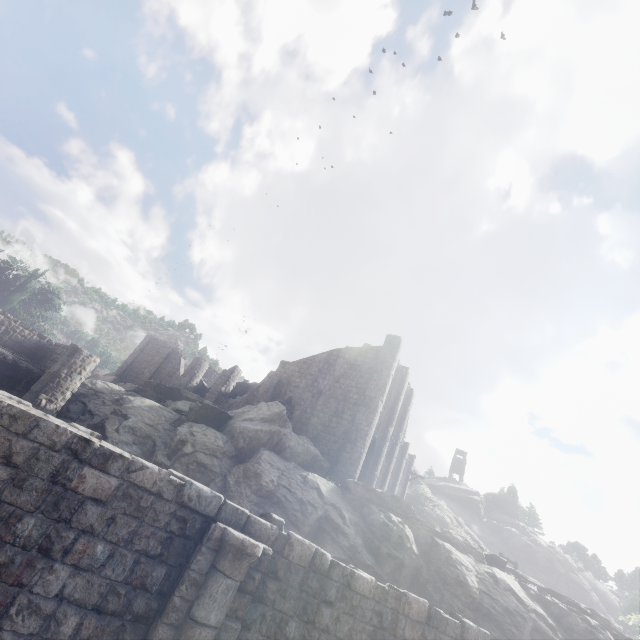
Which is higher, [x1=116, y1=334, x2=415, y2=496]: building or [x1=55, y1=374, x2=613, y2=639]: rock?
A: [x1=116, y1=334, x2=415, y2=496]: building

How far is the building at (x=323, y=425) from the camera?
24.2m

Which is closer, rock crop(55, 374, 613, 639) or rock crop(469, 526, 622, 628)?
rock crop(55, 374, 613, 639)

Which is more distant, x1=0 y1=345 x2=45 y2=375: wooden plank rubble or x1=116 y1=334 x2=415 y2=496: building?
x1=116 y1=334 x2=415 y2=496: building

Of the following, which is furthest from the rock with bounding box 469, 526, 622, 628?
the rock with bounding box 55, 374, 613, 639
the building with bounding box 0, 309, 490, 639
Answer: the rock with bounding box 55, 374, 613, 639

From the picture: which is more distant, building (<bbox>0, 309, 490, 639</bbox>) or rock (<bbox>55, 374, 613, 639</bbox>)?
rock (<bbox>55, 374, 613, 639</bbox>)

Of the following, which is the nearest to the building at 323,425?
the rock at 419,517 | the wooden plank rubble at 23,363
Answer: the wooden plank rubble at 23,363

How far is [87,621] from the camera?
4.85m
